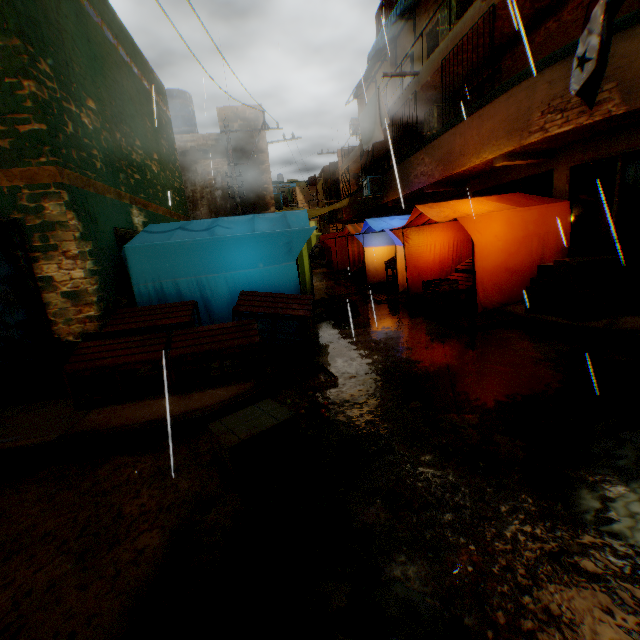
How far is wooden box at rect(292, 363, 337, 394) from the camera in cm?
447

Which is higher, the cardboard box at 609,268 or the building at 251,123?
the building at 251,123

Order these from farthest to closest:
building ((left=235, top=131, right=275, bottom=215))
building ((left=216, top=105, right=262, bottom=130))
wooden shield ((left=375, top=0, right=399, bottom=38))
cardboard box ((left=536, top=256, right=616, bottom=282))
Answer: building ((left=235, top=131, right=275, bottom=215)) < building ((left=216, top=105, right=262, bottom=130)) < wooden shield ((left=375, top=0, right=399, bottom=38)) < cardboard box ((left=536, top=256, right=616, bottom=282))

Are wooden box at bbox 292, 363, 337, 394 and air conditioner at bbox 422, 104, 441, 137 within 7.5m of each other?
no

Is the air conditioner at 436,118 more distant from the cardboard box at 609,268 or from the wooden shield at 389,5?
Result: the cardboard box at 609,268

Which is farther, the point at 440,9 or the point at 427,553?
the point at 440,9

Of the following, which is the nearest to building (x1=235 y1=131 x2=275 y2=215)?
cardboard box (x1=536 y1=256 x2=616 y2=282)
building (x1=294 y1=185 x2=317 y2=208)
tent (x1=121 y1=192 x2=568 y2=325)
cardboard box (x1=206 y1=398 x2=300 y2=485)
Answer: tent (x1=121 y1=192 x2=568 y2=325)

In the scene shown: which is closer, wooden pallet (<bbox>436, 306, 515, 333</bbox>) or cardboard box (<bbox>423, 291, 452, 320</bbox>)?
wooden pallet (<bbox>436, 306, 515, 333</bbox>)
